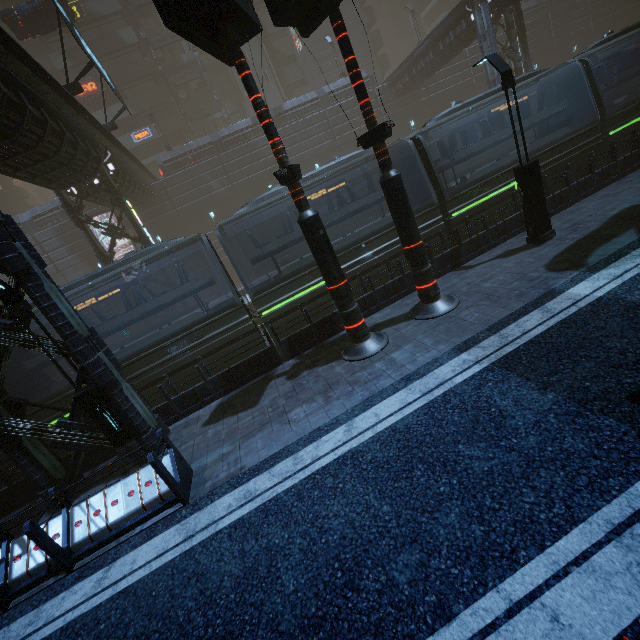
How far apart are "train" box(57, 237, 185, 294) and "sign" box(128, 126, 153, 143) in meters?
34.7 m

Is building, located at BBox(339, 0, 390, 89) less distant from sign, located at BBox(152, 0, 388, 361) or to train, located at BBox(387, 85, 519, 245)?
train, located at BBox(387, 85, 519, 245)

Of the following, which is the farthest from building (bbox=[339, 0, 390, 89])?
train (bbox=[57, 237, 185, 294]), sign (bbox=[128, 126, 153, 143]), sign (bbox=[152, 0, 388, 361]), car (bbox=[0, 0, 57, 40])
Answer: car (bbox=[0, 0, 57, 40])

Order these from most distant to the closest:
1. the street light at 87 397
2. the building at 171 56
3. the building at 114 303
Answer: the building at 171 56, the building at 114 303, the street light at 87 397

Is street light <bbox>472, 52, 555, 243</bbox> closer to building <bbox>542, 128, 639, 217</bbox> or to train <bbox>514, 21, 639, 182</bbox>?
building <bbox>542, 128, 639, 217</bbox>

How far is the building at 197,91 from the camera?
39.7 meters

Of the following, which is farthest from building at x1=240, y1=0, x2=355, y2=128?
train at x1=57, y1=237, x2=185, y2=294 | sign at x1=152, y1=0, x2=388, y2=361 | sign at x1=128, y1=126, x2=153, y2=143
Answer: train at x1=57, y1=237, x2=185, y2=294

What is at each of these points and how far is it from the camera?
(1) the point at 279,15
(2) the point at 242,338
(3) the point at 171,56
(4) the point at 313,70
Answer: (1) sign, 7.39m
(2) train, 11.40m
(3) building, 38.62m
(4) building, 41.81m
